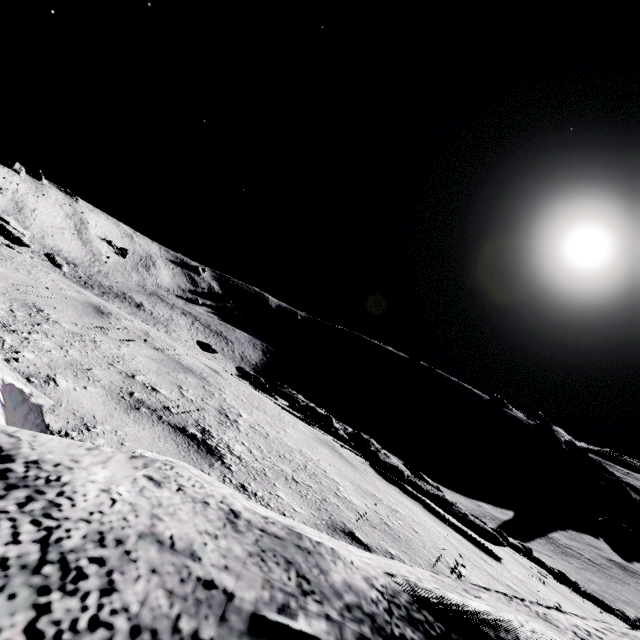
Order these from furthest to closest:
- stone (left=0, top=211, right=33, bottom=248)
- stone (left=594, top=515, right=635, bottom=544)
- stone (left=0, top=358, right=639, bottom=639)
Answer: stone (left=594, top=515, right=635, bottom=544)
stone (left=0, top=211, right=33, bottom=248)
stone (left=0, top=358, right=639, bottom=639)

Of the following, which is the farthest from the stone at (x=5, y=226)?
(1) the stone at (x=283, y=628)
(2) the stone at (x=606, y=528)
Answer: (2) the stone at (x=606, y=528)

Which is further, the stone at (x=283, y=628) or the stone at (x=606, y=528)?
the stone at (x=606, y=528)

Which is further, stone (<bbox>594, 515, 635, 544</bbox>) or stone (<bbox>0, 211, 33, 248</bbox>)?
stone (<bbox>594, 515, 635, 544</bbox>)

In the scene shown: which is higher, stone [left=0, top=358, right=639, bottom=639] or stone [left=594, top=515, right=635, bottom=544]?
stone [left=0, top=358, right=639, bottom=639]

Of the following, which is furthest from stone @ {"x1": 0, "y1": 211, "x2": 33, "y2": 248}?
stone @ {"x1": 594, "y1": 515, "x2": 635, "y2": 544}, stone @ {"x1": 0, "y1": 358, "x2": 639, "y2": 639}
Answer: stone @ {"x1": 594, "y1": 515, "x2": 635, "y2": 544}

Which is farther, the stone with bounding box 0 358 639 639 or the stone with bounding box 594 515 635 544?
the stone with bounding box 594 515 635 544

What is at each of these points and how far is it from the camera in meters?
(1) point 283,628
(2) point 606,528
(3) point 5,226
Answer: (1) stone, 1.0 m
(2) stone, 57.5 m
(3) stone, 8.6 m
